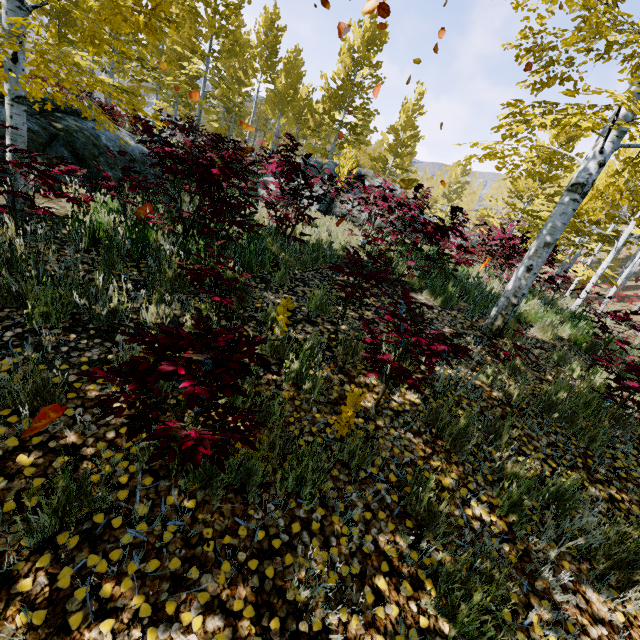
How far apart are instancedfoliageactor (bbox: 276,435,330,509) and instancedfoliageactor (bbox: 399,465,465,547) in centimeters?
68cm

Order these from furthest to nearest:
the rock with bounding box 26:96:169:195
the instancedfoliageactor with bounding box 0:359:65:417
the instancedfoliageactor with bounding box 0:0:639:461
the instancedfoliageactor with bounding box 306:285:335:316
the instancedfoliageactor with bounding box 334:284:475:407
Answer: the rock with bounding box 26:96:169:195 < the instancedfoliageactor with bounding box 306:285:335:316 < the instancedfoliageactor with bounding box 0:0:639:461 < the instancedfoliageactor with bounding box 334:284:475:407 < the instancedfoliageactor with bounding box 0:359:65:417

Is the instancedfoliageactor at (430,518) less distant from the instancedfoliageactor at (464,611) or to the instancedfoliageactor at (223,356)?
the instancedfoliageactor at (464,611)

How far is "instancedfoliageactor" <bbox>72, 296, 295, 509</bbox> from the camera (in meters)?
1.43

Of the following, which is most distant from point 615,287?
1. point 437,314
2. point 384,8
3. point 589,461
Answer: point 384,8

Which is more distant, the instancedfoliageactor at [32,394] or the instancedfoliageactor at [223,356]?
the instancedfoliageactor at [32,394]

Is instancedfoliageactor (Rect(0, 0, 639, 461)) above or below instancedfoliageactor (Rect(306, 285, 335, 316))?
above

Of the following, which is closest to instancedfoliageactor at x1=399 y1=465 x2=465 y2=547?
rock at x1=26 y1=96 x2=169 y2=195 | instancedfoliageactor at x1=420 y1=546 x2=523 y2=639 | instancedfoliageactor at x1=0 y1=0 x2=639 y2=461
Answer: instancedfoliageactor at x1=420 y1=546 x2=523 y2=639
